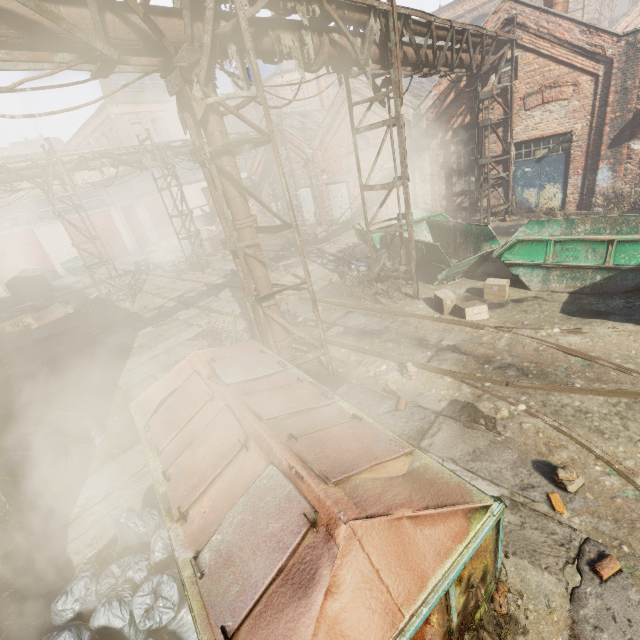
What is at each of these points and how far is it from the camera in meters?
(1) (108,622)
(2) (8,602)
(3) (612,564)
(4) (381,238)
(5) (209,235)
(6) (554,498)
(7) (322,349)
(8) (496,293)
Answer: (1) trash bag, 3.1
(2) building, 3.9
(3) instancedfoliageactor, 3.0
(4) container, 12.0
(5) trash container, 20.7
(6) instancedfoliageactor, 3.7
(7) scaffolding, 6.4
(8) carton, 8.1

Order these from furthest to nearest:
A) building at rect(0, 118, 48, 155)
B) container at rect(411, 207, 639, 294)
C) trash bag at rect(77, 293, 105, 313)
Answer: building at rect(0, 118, 48, 155), trash bag at rect(77, 293, 105, 313), container at rect(411, 207, 639, 294)

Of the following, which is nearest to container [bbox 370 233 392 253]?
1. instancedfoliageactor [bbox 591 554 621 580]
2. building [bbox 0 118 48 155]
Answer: instancedfoliageactor [bbox 591 554 621 580]

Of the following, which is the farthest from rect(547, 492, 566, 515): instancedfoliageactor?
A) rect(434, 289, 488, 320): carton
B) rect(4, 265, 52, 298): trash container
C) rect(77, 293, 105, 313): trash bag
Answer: rect(4, 265, 52, 298): trash container

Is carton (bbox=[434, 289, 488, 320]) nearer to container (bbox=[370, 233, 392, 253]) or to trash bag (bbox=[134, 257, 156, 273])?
container (bbox=[370, 233, 392, 253])

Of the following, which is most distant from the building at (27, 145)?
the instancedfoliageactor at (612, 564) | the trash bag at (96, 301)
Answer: the instancedfoliageactor at (612, 564)

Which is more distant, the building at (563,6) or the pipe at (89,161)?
the pipe at (89,161)

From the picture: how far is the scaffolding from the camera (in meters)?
5.76
